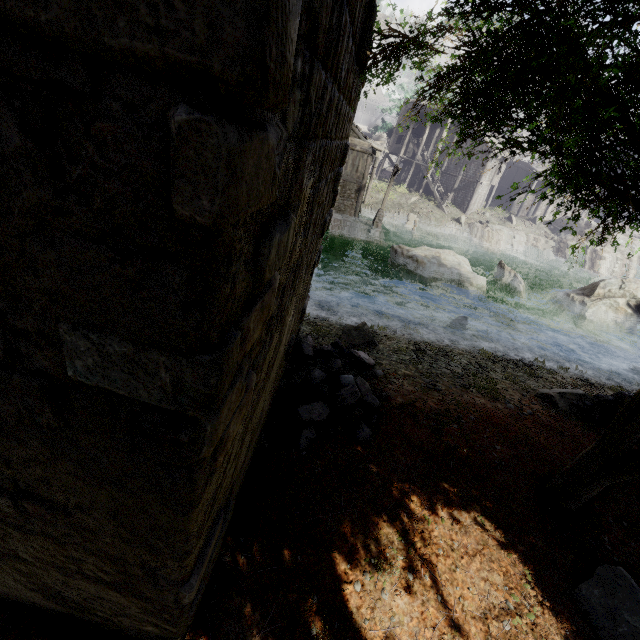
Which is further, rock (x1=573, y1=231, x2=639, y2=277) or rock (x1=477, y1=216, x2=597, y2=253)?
rock (x1=477, y1=216, x2=597, y2=253)

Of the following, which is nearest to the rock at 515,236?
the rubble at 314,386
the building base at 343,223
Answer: the building base at 343,223

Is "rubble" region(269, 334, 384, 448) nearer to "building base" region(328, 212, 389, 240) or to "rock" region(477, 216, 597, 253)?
"building base" region(328, 212, 389, 240)

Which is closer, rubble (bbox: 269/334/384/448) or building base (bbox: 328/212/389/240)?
rubble (bbox: 269/334/384/448)

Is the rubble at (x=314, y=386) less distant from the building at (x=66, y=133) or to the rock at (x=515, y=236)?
the building at (x=66, y=133)

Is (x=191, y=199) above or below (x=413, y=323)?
above

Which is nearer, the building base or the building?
the building

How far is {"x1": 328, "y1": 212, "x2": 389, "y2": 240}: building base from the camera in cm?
2677
